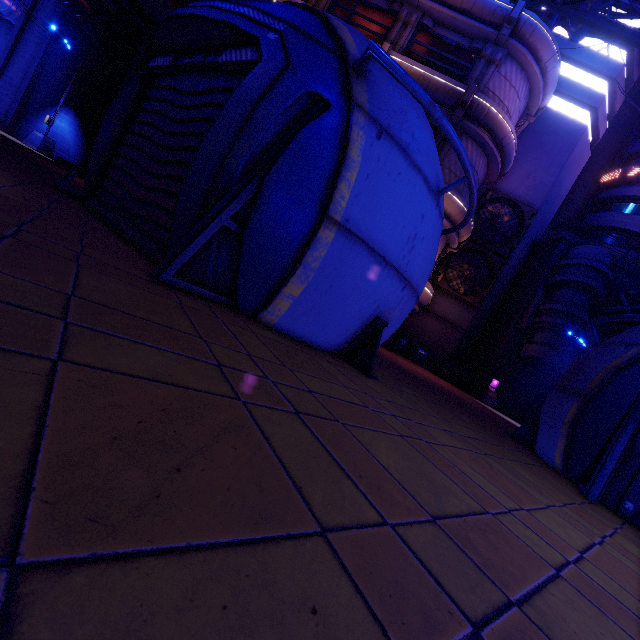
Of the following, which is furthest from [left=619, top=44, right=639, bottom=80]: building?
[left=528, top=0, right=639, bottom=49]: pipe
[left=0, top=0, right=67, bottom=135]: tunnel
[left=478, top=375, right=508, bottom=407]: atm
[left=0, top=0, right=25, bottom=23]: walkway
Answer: [left=0, top=0, right=25, bottom=23]: walkway

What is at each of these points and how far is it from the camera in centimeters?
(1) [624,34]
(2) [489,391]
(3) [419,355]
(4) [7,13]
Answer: (1) pipe, 846cm
(2) atm, 2159cm
(3) trash can, 2453cm
(4) walkway, 2330cm

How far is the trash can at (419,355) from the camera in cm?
2431

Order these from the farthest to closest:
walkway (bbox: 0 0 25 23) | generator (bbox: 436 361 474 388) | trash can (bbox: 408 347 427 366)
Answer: trash can (bbox: 408 347 427 366)
generator (bbox: 436 361 474 388)
walkway (bbox: 0 0 25 23)

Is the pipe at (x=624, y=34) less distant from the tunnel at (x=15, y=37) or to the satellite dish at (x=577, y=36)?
the satellite dish at (x=577, y=36)

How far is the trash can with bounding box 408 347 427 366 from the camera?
24.31m

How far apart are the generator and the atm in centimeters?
141cm

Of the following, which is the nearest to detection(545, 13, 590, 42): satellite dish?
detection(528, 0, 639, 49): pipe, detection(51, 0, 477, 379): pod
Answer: detection(528, 0, 639, 49): pipe
